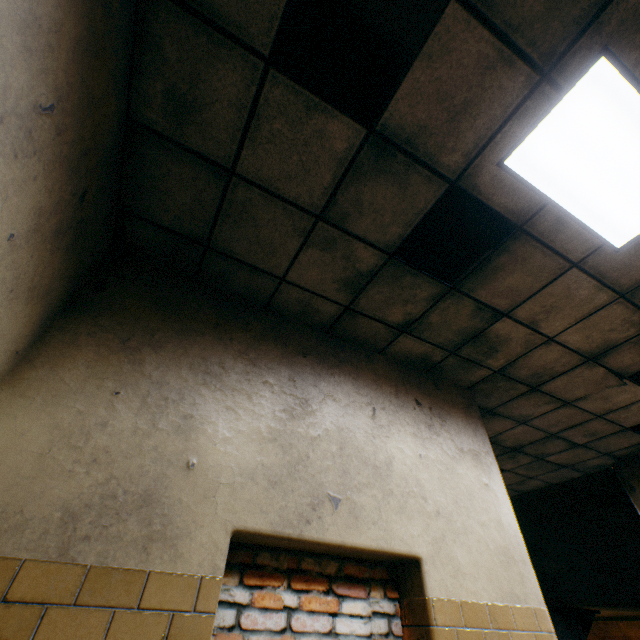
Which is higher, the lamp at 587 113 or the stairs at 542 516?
the lamp at 587 113

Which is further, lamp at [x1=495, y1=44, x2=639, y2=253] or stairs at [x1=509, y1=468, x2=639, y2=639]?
stairs at [x1=509, y1=468, x2=639, y2=639]

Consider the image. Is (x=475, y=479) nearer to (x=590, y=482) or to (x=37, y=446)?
(x=37, y=446)

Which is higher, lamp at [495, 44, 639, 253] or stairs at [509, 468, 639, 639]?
lamp at [495, 44, 639, 253]

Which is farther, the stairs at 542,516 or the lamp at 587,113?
the stairs at 542,516
